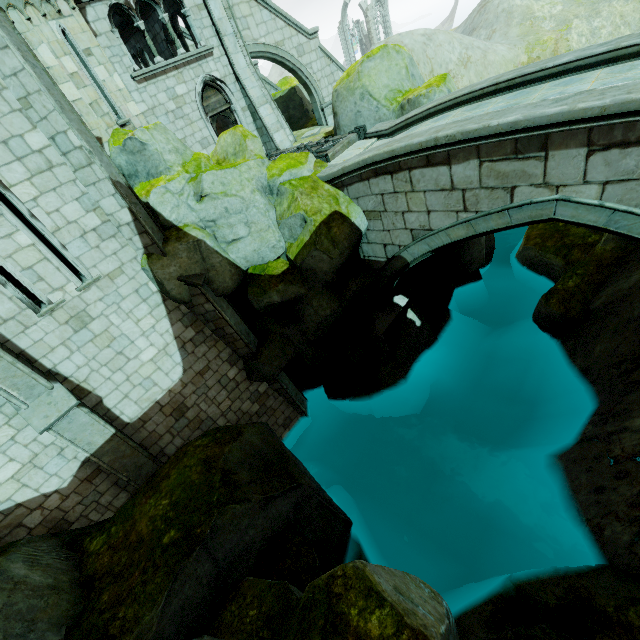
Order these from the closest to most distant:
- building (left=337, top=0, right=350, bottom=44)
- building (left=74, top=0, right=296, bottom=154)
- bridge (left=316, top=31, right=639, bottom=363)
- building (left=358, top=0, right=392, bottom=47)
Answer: bridge (left=316, top=31, right=639, bottom=363) → building (left=74, top=0, right=296, bottom=154) → building (left=358, top=0, right=392, bottom=47) → building (left=337, top=0, right=350, bottom=44)

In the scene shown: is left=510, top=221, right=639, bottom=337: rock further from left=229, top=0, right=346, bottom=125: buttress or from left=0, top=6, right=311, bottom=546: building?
left=0, top=6, right=311, bottom=546: building

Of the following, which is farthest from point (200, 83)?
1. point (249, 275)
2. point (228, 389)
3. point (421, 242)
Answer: point (228, 389)

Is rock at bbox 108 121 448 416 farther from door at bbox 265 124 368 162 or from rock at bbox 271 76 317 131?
rock at bbox 271 76 317 131

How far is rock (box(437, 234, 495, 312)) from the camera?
12.78m

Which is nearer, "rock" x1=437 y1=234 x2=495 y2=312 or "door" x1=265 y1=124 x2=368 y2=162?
"door" x1=265 y1=124 x2=368 y2=162

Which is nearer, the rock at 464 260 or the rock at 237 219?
the rock at 237 219

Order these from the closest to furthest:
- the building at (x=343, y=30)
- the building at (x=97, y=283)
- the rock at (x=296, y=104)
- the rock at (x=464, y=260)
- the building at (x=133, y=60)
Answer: the building at (x=97, y=283) < the building at (x=133, y=60) < the rock at (x=464, y=260) < the rock at (x=296, y=104) < the building at (x=343, y=30)
